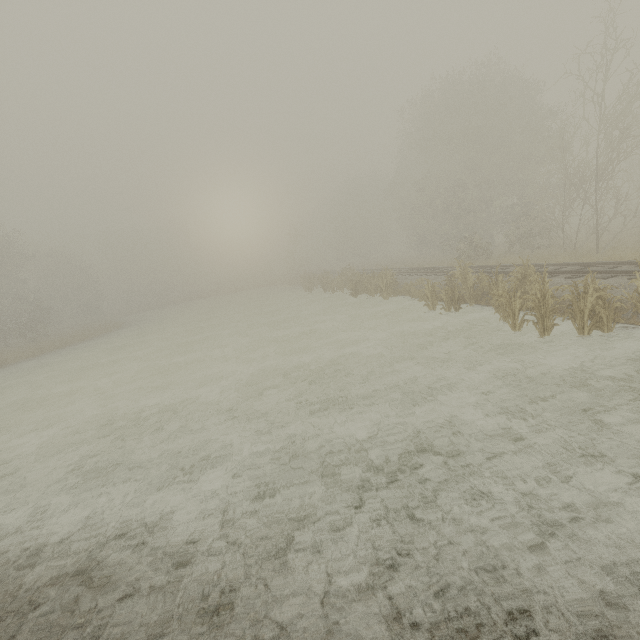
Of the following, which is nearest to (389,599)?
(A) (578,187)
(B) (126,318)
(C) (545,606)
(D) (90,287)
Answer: (C) (545,606)
